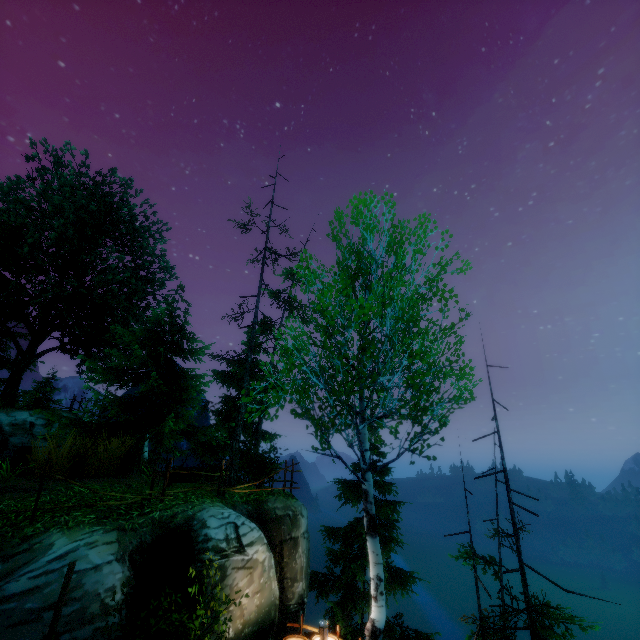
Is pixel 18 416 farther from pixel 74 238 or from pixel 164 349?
pixel 74 238
